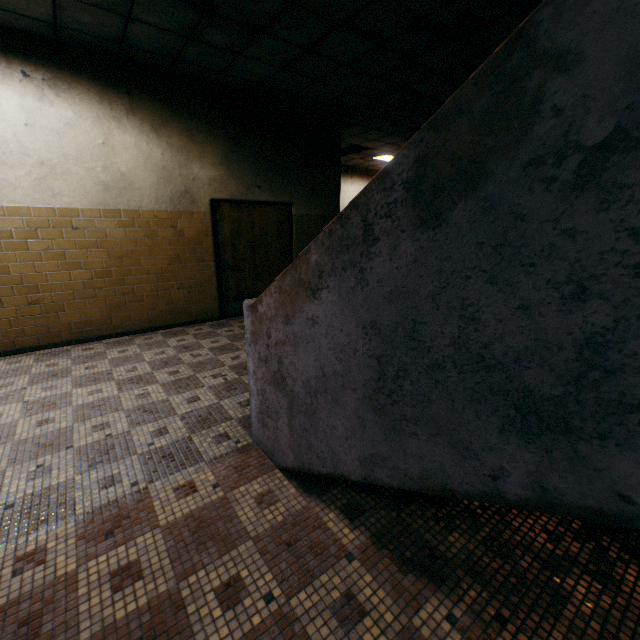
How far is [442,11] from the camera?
3.52m

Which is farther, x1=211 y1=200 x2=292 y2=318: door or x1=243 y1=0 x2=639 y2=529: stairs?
x1=211 y1=200 x2=292 y2=318: door

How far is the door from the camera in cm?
595

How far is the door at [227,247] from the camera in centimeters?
595cm

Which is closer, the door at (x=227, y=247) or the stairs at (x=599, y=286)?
the stairs at (x=599, y=286)
